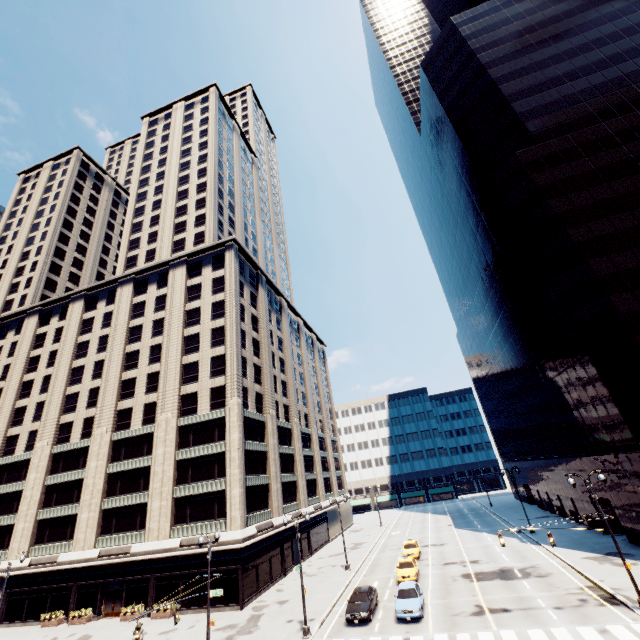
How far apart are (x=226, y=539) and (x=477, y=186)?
53.23m

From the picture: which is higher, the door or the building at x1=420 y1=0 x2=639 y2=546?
the building at x1=420 y1=0 x2=639 y2=546

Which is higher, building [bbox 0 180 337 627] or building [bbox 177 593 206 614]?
building [bbox 0 180 337 627]

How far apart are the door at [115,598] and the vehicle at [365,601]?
24.4m

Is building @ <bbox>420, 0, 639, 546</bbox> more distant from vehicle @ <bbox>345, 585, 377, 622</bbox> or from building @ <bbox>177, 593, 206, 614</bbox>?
building @ <bbox>177, 593, 206, 614</bbox>

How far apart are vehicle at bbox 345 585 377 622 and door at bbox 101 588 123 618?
24.45m

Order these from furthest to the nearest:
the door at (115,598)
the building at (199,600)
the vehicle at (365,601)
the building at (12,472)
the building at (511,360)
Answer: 1. the building at (12,472)
2. the door at (115,598)
3. the building at (199,600)
4. the building at (511,360)
5. the vehicle at (365,601)

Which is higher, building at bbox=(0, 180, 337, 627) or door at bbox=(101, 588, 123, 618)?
building at bbox=(0, 180, 337, 627)
